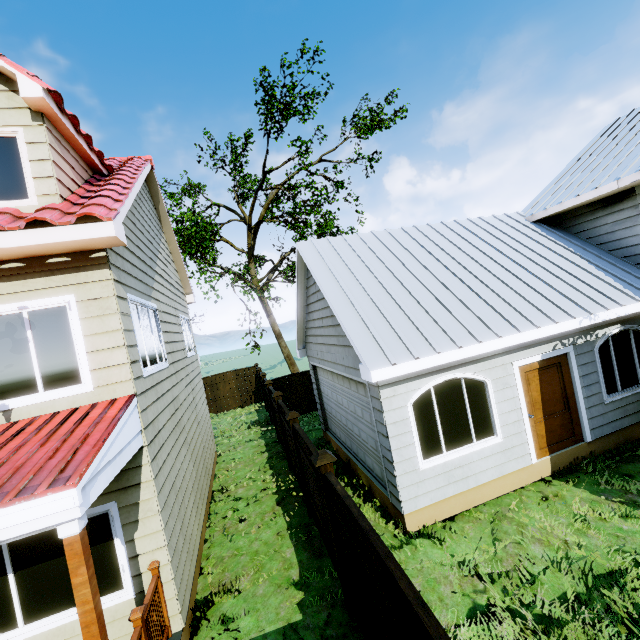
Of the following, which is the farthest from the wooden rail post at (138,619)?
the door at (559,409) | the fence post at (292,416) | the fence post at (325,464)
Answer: the door at (559,409)

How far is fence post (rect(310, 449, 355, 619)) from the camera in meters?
4.7 m

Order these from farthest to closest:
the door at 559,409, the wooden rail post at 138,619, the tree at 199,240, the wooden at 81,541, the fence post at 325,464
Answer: the tree at 199,240
the door at 559,409
the fence post at 325,464
the wooden rail post at 138,619
the wooden at 81,541

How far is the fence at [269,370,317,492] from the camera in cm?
877

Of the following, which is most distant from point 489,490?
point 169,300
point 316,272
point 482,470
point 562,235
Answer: point 169,300

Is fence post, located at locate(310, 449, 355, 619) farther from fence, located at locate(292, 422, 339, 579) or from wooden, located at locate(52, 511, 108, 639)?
wooden, located at locate(52, 511, 108, 639)

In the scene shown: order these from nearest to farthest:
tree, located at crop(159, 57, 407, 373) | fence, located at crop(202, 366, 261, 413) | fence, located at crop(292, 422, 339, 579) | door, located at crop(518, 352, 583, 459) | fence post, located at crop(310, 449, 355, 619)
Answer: fence post, located at crop(310, 449, 355, 619)
fence, located at crop(292, 422, 339, 579)
door, located at crop(518, 352, 583, 459)
tree, located at crop(159, 57, 407, 373)
fence, located at crop(202, 366, 261, 413)

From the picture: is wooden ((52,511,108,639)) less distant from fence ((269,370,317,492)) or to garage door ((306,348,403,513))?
fence ((269,370,317,492))
